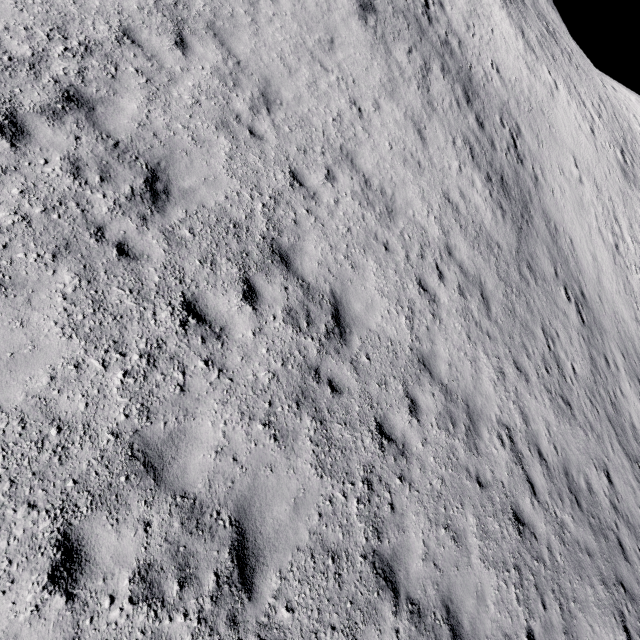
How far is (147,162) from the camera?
5.63m
